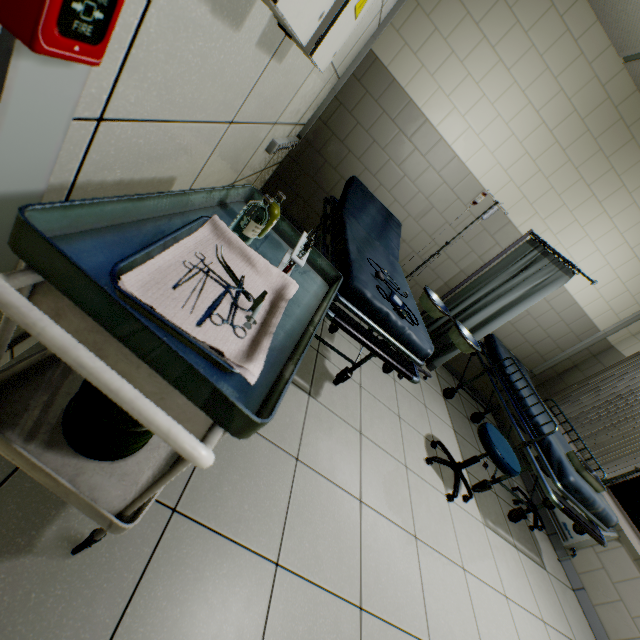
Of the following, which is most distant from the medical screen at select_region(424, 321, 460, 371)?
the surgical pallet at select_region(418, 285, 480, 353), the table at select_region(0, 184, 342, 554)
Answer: the table at select_region(0, 184, 342, 554)

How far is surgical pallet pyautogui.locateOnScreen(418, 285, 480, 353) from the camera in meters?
3.1 m

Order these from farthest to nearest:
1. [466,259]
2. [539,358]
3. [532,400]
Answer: [539,358] < [466,259] < [532,400]

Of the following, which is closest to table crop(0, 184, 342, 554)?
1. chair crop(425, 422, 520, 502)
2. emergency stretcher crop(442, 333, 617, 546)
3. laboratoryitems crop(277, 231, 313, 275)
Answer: laboratoryitems crop(277, 231, 313, 275)

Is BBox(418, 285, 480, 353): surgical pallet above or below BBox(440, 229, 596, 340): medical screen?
below

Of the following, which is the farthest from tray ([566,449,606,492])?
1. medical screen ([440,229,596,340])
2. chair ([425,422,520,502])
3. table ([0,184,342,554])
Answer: table ([0,184,342,554])

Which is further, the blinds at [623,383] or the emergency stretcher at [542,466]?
the blinds at [623,383]

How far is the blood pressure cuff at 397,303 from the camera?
1.83m
